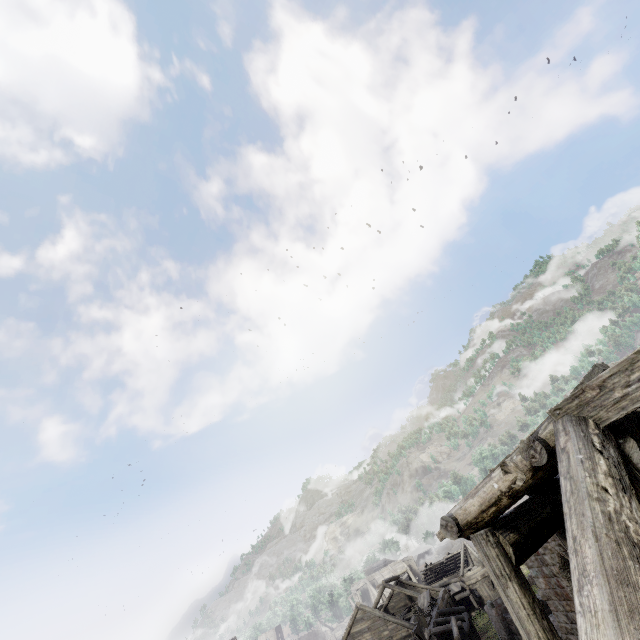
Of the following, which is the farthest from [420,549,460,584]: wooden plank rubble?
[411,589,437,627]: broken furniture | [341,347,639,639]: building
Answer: [411,589,437,627]: broken furniture

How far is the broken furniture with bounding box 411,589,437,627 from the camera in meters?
25.4 m

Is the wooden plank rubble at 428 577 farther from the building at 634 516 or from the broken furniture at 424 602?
the broken furniture at 424 602

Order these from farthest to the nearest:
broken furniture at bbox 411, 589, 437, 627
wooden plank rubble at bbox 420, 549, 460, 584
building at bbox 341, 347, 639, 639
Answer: wooden plank rubble at bbox 420, 549, 460, 584
broken furniture at bbox 411, 589, 437, 627
building at bbox 341, 347, 639, 639

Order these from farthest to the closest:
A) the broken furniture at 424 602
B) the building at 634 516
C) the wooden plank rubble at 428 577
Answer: the wooden plank rubble at 428 577, the broken furniture at 424 602, the building at 634 516

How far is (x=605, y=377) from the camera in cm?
337

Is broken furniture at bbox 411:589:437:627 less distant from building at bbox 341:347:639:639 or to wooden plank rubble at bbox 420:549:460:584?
building at bbox 341:347:639:639
